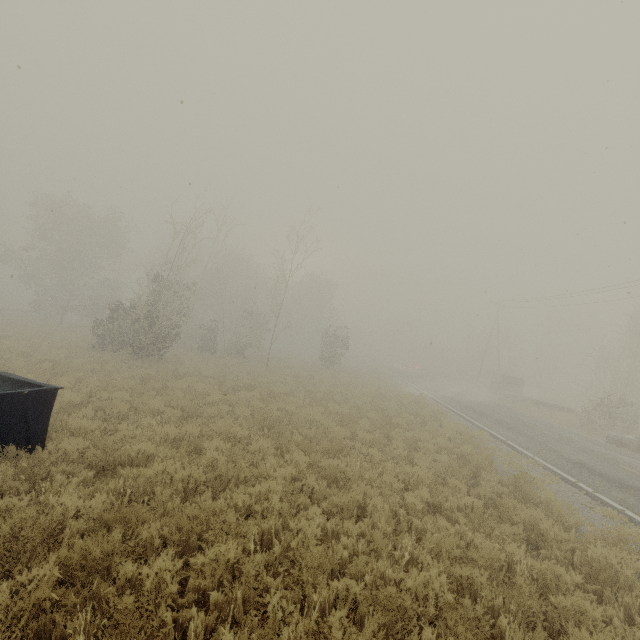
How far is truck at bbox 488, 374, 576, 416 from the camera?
27.3 meters

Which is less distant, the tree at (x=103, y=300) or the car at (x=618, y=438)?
the car at (x=618, y=438)

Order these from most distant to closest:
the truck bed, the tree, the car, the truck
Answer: the truck
the tree
the car
the truck bed

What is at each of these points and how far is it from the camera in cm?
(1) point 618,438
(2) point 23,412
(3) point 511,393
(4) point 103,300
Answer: (1) car, 1759
(2) truck bed, 659
(3) truck, 3316
(4) tree, 3775

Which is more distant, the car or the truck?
the truck

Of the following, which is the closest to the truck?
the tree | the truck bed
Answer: the tree

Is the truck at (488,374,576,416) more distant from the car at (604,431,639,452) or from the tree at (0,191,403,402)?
the tree at (0,191,403,402)

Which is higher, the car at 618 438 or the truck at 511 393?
the truck at 511 393
